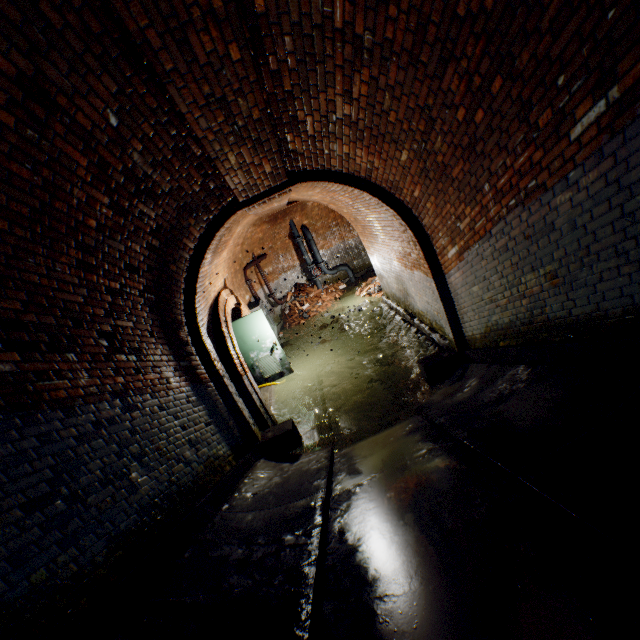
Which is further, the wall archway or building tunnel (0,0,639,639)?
the wall archway

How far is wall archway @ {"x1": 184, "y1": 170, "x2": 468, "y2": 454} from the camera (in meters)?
4.93

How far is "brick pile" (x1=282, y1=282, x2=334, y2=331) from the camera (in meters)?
13.05

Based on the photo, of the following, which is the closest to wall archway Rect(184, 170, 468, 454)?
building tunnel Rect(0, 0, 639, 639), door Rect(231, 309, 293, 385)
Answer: building tunnel Rect(0, 0, 639, 639)

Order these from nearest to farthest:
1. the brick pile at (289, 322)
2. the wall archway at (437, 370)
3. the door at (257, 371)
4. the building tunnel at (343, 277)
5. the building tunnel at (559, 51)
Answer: the building tunnel at (559, 51) → the wall archway at (437, 370) → the door at (257, 371) → the brick pile at (289, 322) → the building tunnel at (343, 277)

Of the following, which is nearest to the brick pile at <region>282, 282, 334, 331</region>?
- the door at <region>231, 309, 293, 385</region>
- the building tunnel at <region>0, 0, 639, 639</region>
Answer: the building tunnel at <region>0, 0, 639, 639</region>

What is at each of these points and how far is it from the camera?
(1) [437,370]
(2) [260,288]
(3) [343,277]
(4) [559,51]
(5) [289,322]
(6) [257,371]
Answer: (1) wall archway, 6.15m
(2) building tunnel, 12.95m
(3) building tunnel, 15.63m
(4) building tunnel, 2.16m
(5) brick pile, 13.24m
(6) door, 9.15m

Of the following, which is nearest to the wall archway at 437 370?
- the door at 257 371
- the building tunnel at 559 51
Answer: the building tunnel at 559 51
